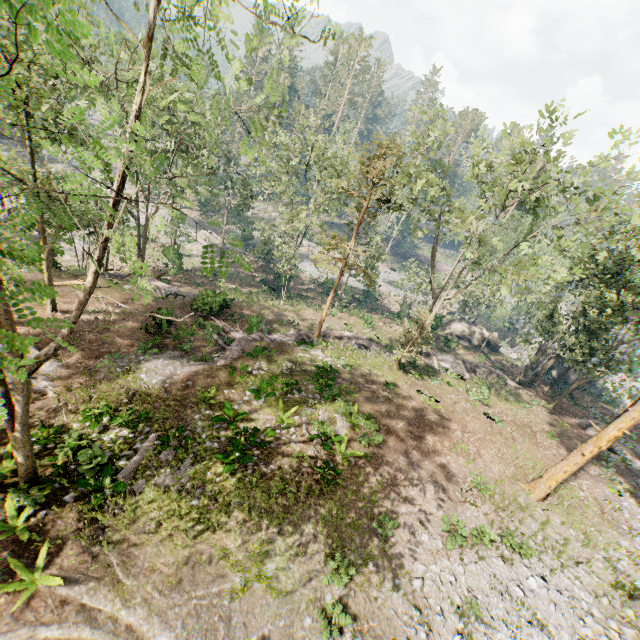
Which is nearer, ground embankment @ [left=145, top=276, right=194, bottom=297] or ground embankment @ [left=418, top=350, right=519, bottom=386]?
ground embankment @ [left=145, top=276, right=194, bottom=297]

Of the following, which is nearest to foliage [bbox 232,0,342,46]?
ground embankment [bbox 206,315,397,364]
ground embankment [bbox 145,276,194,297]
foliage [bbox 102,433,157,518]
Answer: ground embankment [bbox 145,276,194,297]

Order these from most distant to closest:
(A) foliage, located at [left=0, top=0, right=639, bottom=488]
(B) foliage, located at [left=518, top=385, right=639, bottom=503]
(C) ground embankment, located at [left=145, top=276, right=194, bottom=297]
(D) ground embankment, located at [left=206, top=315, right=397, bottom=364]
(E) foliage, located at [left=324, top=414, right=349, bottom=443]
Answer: (C) ground embankment, located at [left=145, top=276, right=194, bottom=297] < (D) ground embankment, located at [left=206, top=315, right=397, bottom=364] < (E) foliage, located at [left=324, top=414, right=349, bottom=443] < (B) foliage, located at [left=518, top=385, right=639, bottom=503] < (A) foliage, located at [left=0, top=0, right=639, bottom=488]

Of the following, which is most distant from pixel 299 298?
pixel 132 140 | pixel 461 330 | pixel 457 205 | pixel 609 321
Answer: pixel 132 140

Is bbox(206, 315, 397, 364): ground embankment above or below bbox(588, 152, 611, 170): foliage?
below

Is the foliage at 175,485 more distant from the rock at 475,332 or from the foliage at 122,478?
the foliage at 122,478

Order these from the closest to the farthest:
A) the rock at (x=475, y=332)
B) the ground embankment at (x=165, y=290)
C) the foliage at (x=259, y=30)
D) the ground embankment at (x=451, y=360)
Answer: the foliage at (x=259, y=30) → the ground embankment at (x=165, y=290) → the ground embankment at (x=451, y=360) → the rock at (x=475, y=332)

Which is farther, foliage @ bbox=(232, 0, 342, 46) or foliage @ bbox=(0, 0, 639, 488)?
foliage @ bbox=(232, 0, 342, 46)
